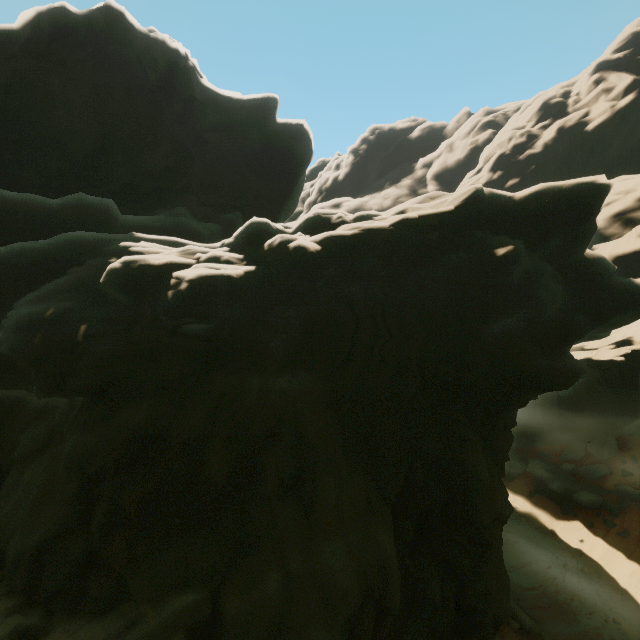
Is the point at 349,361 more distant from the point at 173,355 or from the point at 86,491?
the point at 86,491
